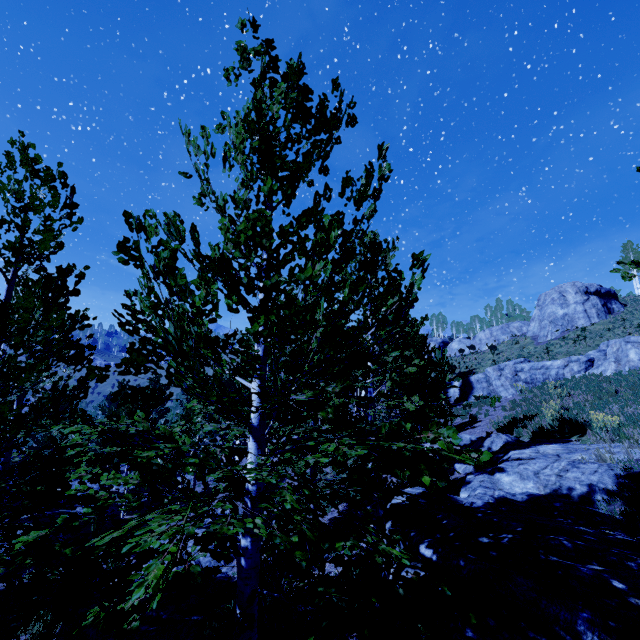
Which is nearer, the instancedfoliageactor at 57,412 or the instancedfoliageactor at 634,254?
the instancedfoliageactor at 57,412

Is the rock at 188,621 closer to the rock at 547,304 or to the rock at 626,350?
the rock at 626,350

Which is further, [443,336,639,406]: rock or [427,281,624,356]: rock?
[427,281,624,356]: rock

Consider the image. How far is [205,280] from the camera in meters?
2.6 m

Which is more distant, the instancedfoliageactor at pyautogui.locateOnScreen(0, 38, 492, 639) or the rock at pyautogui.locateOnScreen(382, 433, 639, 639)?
the rock at pyautogui.locateOnScreen(382, 433, 639, 639)

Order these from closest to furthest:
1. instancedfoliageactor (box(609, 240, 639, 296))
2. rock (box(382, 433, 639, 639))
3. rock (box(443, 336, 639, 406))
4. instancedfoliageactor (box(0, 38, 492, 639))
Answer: instancedfoliageactor (box(0, 38, 492, 639)) → rock (box(382, 433, 639, 639)) → instancedfoliageactor (box(609, 240, 639, 296)) → rock (box(443, 336, 639, 406))

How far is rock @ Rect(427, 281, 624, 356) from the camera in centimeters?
3338cm

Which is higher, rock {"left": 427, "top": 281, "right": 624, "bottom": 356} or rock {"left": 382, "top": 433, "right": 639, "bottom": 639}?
rock {"left": 427, "top": 281, "right": 624, "bottom": 356}
